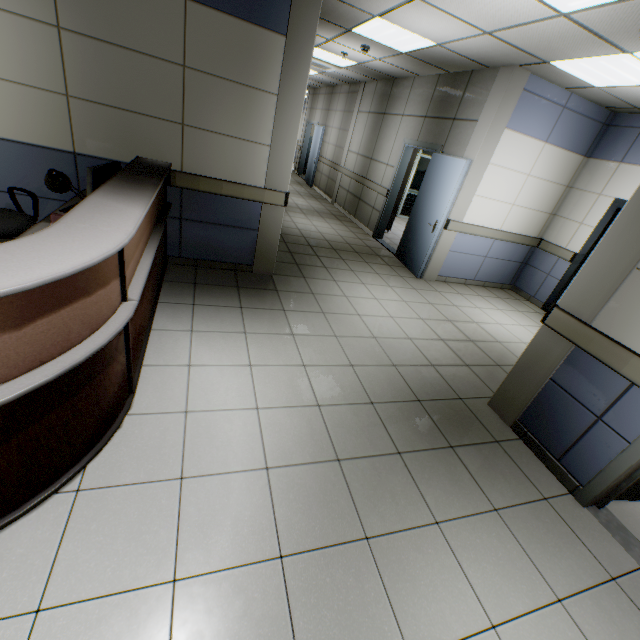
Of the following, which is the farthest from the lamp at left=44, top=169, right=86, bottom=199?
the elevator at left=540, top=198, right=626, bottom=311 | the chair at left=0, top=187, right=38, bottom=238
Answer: the elevator at left=540, top=198, right=626, bottom=311

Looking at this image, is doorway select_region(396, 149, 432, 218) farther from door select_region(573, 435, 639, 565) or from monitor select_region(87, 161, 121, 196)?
door select_region(573, 435, 639, 565)

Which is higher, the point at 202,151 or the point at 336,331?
the point at 202,151

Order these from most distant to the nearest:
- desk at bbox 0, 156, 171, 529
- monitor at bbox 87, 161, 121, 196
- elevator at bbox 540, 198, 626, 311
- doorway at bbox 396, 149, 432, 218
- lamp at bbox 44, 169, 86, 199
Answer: doorway at bbox 396, 149, 432, 218 → elevator at bbox 540, 198, 626, 311 → monitor at bbox 87, 161, 121, 196 → lamp at bbox 44, 169, 86, 199 → desk at bbox 0, 156, 171, 529

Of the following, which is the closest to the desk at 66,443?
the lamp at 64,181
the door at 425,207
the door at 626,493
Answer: the lamp at 64,181

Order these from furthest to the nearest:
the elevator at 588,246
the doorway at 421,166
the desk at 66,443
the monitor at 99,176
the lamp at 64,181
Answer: the doorway at 421,166
the elevator at 588,246
the monitor at 99,176
the lamp at 64,181
the desk at 66,443

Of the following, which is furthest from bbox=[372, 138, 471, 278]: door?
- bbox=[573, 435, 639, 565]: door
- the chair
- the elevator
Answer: the chair

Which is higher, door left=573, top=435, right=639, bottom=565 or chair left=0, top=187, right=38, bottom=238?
chair left=0, top=187, right=38, bottom=238
